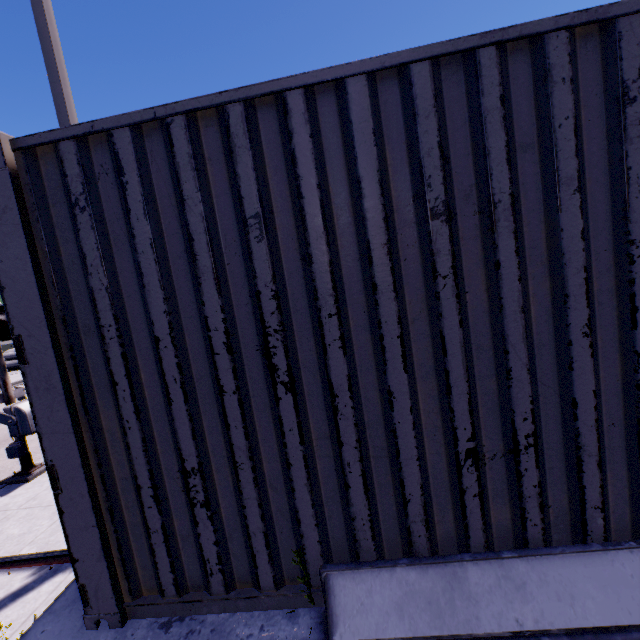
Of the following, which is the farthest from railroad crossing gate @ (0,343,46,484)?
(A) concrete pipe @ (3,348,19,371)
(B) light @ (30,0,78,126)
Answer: (A) concrete pipe @ (3,348,19,371)

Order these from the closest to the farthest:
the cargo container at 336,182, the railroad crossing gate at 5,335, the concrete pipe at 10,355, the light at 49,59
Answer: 1. the cargo container at 336,182
2. the light at 49,59
3. the railroad crossing gate at 5,335
4. the concrete pipe at 10,355

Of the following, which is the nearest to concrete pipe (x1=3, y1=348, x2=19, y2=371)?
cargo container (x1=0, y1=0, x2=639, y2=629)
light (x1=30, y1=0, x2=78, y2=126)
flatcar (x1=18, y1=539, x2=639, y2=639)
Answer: cargo container (x1=0, y1=0, x2=639, y2=629)

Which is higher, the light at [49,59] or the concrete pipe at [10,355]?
the light at [49,59]

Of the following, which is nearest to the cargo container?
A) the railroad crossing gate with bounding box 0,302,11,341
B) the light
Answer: the railroad crossing gate with bounding box 0,302,11,341

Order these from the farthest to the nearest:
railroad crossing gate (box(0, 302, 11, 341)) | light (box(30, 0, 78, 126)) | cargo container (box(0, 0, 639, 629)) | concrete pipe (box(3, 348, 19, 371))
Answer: concrete pipe (box(3, 348, 19, 371)) → railroad crossing gate (box(0, 302, 11, 341)) → light (box(30, 0, 78, 126)) → cargo container (box(0, 0, 639, 629))

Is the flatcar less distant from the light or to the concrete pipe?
the light

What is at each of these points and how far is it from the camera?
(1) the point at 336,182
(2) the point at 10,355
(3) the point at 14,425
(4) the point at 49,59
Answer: (1) cargo container, 1.50m
(2) concrete pipe, 32.03m
(3) railroad crossing gate, 6.79m
(4) light, 4.48m
